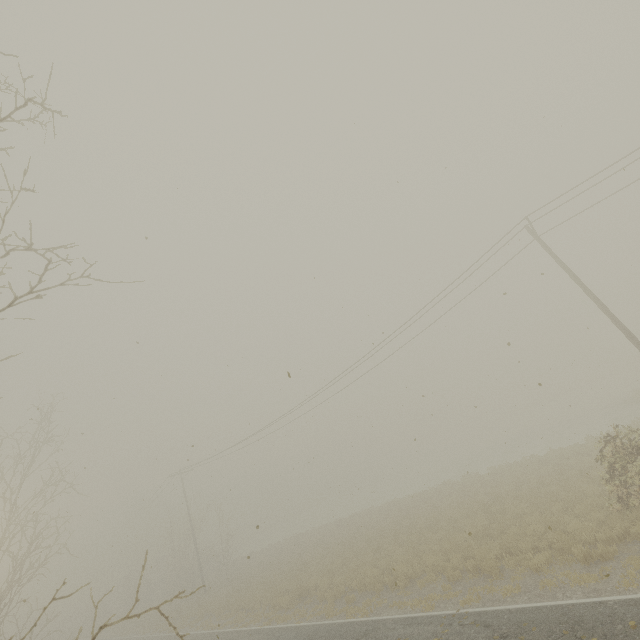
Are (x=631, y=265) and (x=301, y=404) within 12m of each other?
no
